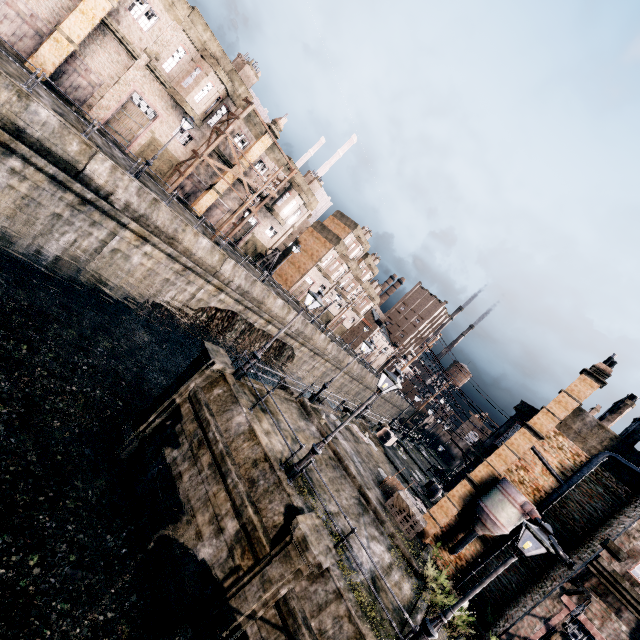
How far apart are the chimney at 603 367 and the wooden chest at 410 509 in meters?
13.0 m

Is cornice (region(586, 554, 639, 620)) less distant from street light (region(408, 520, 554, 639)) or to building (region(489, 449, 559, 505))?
building (region(489, 449, 559, 505))

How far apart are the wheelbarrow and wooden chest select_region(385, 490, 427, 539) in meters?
0.1

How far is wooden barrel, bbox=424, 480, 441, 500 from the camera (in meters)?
28.64

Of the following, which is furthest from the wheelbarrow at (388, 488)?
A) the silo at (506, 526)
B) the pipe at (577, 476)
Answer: the pipe at (577, 476)

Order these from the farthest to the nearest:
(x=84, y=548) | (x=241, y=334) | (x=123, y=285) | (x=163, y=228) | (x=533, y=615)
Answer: (x=241, y=334)
(x=123, y=285)
(x=163, y=228)
(x=533, y=615)
(x=84, y=548)

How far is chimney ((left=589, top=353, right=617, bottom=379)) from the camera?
18.16m

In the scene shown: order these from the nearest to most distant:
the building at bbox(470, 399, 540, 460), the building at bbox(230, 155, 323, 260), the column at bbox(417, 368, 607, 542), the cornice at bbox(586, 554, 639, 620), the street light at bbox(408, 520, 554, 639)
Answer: the street light at bbox(408, 520, 554, 639) → the cornice at bbox(586, 554, 639, 620) → the column at bbox(417, 368, 607, 542) → the building at bbox(470, 399, 540, 460) → the building at bbox(230, 155, 323, 260)
